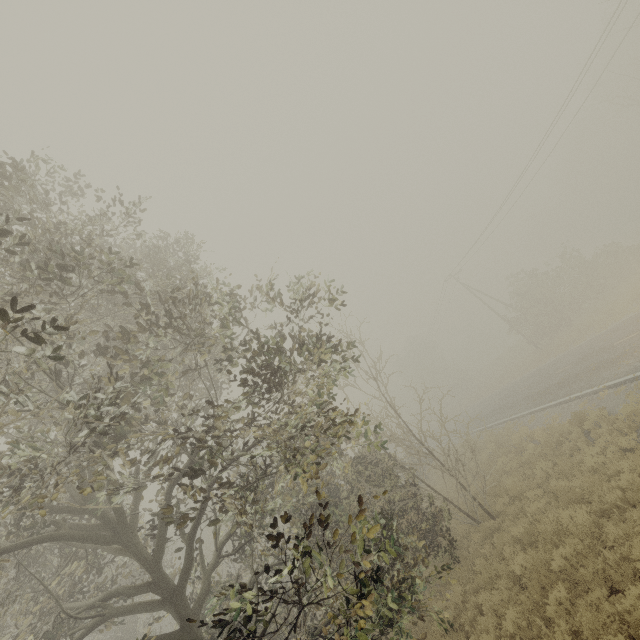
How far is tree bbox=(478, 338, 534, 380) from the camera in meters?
41.1

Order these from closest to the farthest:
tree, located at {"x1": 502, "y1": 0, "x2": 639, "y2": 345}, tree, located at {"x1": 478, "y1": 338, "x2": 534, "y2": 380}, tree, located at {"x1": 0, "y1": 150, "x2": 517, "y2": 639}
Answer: tree, located at {"x1": 0, "y1": 150, "x2": 517, "y2": 639}, tree, located at {"x1": 502, "y1": 0, "x2": 639, "y2": 345}, tree, located at {"x1": 478, "y1": 338, "x2": 534, "y2": 380}

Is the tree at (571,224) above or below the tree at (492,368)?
above

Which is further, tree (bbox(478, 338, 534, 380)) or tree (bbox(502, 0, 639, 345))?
tree (bbox(478, 338, 534, 380))

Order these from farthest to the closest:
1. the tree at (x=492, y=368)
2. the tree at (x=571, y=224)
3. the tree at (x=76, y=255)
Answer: the tree at (x=492, y=368) < the tree at (x=571, y=224) < the tree at (x=76, y=255)

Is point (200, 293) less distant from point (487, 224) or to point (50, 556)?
point (50, 556)

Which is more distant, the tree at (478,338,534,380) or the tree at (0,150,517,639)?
the tree at (478,338,534,380)
